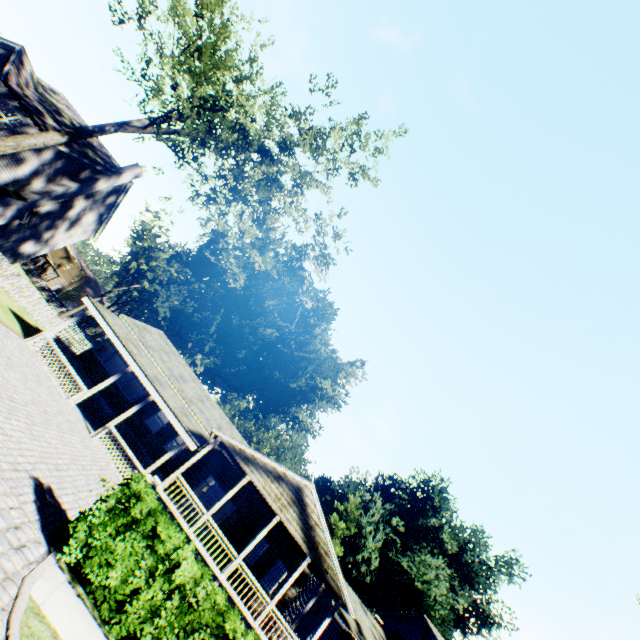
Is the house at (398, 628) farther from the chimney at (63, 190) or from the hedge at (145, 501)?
the chimney at (63, 190)

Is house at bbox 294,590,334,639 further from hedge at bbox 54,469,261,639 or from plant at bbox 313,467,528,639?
hedge at bbox 54,469,261,639

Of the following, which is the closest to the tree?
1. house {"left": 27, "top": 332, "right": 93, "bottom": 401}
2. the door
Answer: house {"left": 27, "top": 332, "right": 93, "bottom": 401}

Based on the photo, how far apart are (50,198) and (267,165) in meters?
16.4

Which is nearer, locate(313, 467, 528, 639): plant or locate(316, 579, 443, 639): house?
locate(316, 579, 443, 639): house

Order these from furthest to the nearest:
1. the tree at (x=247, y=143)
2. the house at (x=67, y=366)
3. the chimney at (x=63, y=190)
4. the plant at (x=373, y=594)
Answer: the plant at (x=373, y=594)
the chimney at (x=63, y=190)
the house at (x=67, y=366)
the tree at (x=247, y=143)

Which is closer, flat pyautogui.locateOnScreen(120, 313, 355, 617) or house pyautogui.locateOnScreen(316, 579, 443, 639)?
flat pyautogui.locateOnScreen(120, 313, 355, 617)

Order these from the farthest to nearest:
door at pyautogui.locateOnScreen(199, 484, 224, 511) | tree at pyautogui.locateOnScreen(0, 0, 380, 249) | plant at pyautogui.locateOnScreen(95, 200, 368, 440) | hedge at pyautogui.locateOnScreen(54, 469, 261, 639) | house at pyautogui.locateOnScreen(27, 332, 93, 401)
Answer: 1. plant at pyautogui.locateOnScreen(95, 200, 368, 440)
2. door at pyautogui.locateOnScreen(199, 484, 224, 511)
3. house at pyautogui.locateOnScreen(27, 332, 93, 401)
4. tree at pyautogui.locateOnScreen(0, 0, 380, 249)
5. hedge at pyautogui.locateOnScreen(54, 469, 261, 639)
